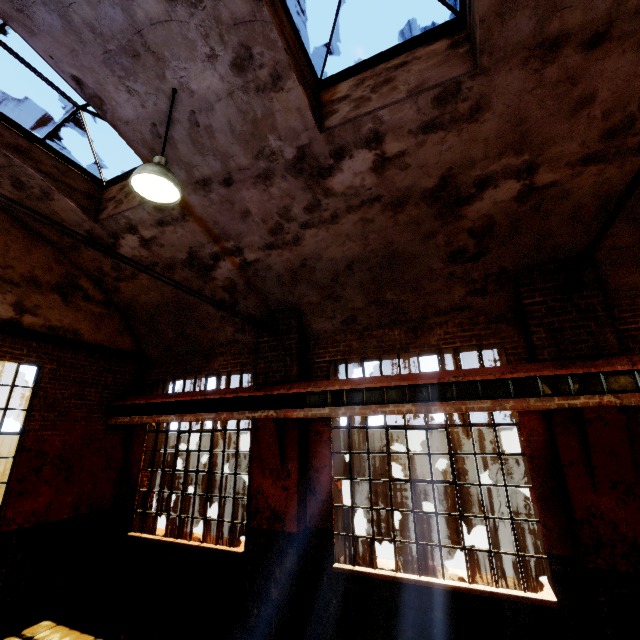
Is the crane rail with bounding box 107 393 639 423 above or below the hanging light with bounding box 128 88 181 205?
below

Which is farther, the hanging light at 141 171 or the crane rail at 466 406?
the crane rail at 466 406

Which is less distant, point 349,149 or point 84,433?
point 349,149

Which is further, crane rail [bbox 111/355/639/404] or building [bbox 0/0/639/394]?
crane rail [bbox 111/355/639/404]

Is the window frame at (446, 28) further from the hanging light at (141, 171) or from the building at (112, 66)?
the hanging light at (141, 171)

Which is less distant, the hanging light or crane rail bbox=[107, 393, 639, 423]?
the hanging light

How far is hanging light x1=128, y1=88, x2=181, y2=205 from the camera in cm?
358

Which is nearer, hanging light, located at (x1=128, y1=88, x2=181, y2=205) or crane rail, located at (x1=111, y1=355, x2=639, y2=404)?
hanging light, located at (x1=128, y1=88, x2=181, y2=205)
